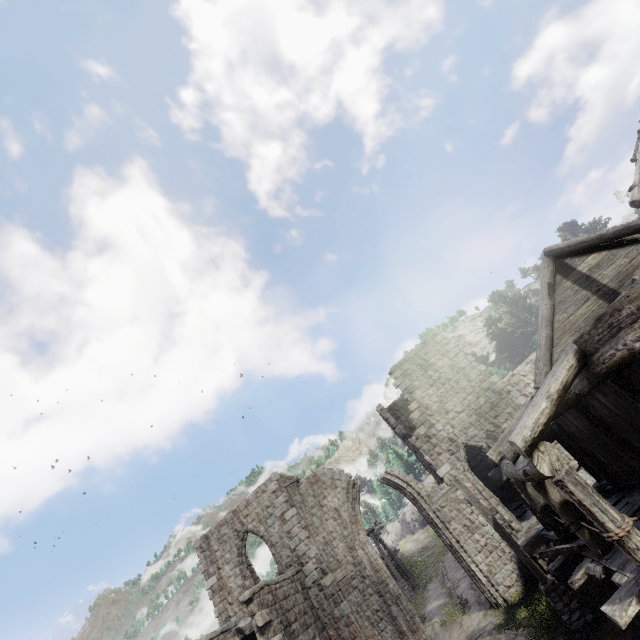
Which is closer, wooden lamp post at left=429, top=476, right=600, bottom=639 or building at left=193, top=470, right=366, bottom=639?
wooden lamp post at left=429, top=476, right=600, bottom=639

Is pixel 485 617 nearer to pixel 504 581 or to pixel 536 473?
pixel 504 581

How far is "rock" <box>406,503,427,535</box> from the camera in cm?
5371

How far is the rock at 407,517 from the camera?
53.7 meters

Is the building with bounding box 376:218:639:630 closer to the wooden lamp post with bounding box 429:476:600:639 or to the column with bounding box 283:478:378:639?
the column with bounding box 283:478:378:639

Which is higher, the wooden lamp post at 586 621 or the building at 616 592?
the building at 616 592

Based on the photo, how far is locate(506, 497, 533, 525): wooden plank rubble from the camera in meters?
15.6

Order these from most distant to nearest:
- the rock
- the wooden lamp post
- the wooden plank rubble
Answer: the rock → the wooden plank rubble → the wooden lamp post
